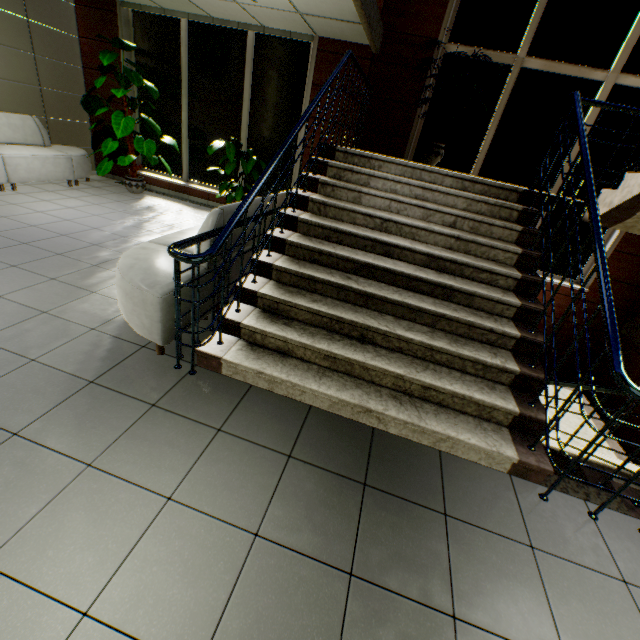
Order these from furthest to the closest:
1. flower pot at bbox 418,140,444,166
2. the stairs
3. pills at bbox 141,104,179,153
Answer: pills at bbox 141,104,179,153 → flower pot at bbox 418,140,444,166 → the stairs

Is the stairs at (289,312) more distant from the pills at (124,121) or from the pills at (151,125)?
the pills at (124,121)

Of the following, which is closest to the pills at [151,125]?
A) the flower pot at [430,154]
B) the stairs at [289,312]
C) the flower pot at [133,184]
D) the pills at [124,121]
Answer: the pills at [124,121]

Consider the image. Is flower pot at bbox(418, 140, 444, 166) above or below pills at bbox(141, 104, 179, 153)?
above

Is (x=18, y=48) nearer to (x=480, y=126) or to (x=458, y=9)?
(x=458, y=9)

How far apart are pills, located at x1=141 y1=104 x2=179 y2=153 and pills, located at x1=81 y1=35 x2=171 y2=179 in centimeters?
36cm

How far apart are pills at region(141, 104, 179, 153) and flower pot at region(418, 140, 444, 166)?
4.8 meters

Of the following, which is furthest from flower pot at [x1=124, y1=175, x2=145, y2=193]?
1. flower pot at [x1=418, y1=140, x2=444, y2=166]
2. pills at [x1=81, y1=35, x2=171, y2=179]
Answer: flower pot at [x1=418, y1=140, x2=444, y2=166]
